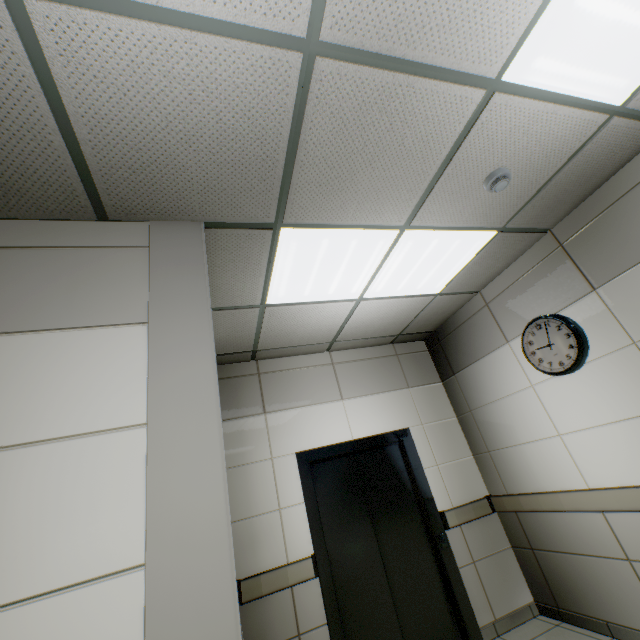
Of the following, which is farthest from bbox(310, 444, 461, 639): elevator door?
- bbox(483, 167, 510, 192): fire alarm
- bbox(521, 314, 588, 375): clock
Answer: bbox(483, 167, 510, 192): fire alarm

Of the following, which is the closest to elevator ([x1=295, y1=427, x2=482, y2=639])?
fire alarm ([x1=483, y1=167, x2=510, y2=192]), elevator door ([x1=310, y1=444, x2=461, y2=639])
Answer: elevator door ([x1=310, y1=444, x2=461, y2=639])

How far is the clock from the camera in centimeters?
280cm

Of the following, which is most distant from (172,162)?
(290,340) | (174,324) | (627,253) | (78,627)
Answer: (627,253)

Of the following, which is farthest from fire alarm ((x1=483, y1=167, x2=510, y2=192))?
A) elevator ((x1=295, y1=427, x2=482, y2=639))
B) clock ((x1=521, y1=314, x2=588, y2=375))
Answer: elevator ((x1=295, y1=427, x2=482, y2=639))

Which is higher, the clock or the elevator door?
the clock

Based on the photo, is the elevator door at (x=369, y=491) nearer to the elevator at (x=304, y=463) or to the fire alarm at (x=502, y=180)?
the elevator at (x=304, y=463)

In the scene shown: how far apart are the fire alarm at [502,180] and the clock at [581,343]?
1.5 meters
